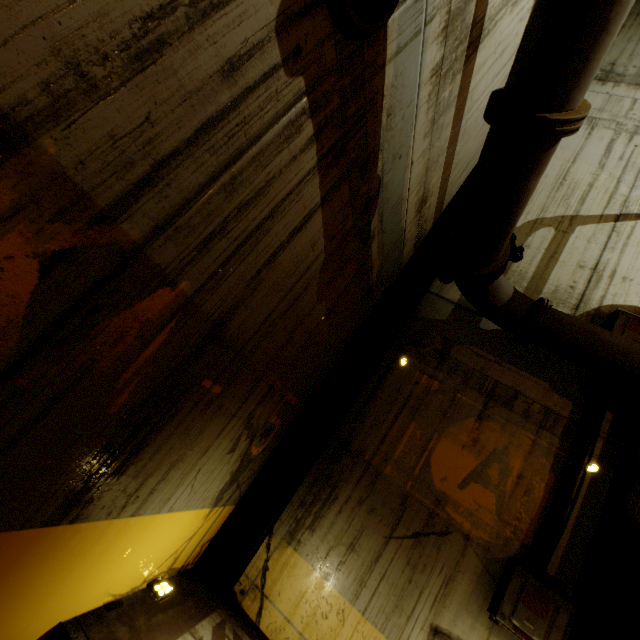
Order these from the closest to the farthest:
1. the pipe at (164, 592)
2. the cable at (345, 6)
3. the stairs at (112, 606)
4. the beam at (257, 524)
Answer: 1. the cable at (345, 6)
2. the stairs at (112, 606)
3. the pipe at (164, 592)
4. the beam at (257, 524)

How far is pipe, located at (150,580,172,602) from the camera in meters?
2.9

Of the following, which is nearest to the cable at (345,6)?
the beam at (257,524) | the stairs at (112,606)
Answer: → the beam at (257,524)

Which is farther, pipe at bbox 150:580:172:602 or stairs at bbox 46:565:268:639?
pipe at bbox 150:580:172:602

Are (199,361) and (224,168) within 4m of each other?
yes

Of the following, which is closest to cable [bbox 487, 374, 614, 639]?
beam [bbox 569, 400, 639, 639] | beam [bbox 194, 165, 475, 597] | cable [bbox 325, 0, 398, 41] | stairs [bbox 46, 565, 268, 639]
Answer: beam [bbox 569, 400, 639, 639]

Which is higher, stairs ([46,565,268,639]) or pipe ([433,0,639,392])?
pipe ([433,0,639,392])

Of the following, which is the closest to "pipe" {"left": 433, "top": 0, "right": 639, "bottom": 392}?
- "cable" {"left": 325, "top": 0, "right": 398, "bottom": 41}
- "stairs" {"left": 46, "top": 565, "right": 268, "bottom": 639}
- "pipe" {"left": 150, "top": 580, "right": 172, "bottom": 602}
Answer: "stairs" {"left": 46, "top": 565, "right": 268, "bottom": 639}
